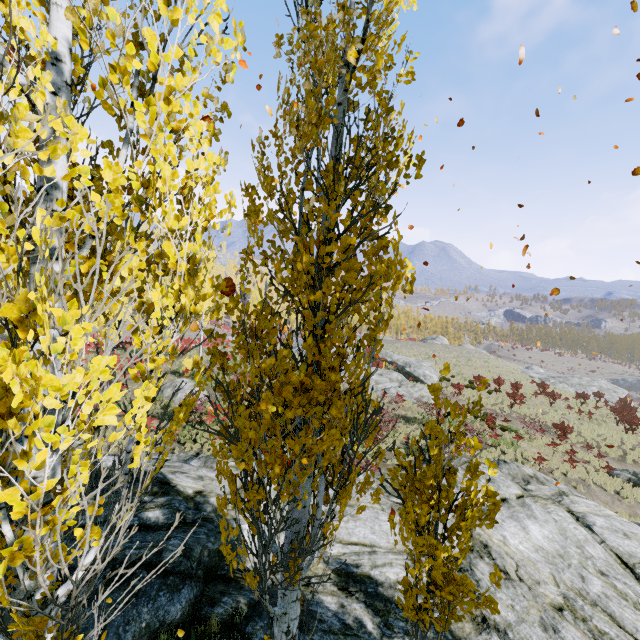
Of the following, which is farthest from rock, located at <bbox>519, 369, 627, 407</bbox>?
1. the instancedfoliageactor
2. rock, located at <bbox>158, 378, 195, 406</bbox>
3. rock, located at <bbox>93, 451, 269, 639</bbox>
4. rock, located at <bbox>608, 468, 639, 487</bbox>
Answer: rock, located at <bbox>158, 378, 195, 406</bbox>

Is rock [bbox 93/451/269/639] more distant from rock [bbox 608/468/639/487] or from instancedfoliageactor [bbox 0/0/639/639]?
rock [bbox 608/468/639/487]

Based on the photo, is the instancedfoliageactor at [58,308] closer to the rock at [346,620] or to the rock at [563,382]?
the rock at [346,620]

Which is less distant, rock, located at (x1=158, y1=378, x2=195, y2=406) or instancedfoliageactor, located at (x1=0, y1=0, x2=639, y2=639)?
instancedfoliageactor, located at (x1=0, y1=0, x2=639, y2=639)

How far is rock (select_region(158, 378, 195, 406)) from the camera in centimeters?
2200cm

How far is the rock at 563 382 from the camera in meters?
41.9 m

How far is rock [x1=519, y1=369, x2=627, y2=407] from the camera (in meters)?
41.94

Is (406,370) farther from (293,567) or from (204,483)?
(293,567)
